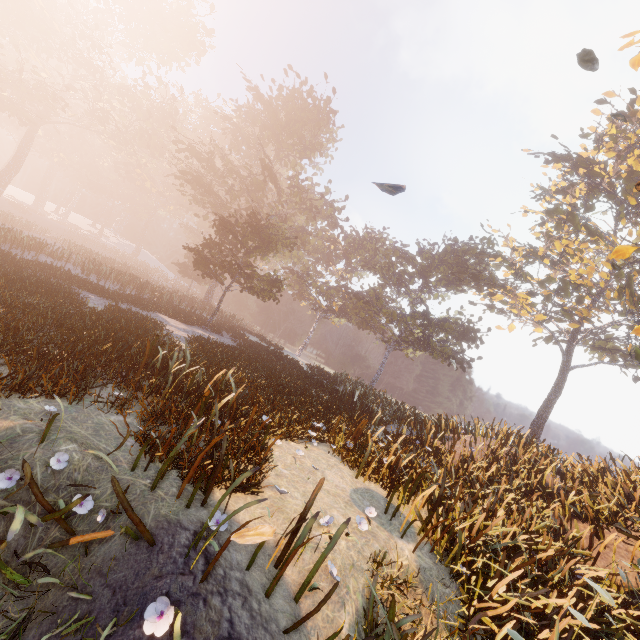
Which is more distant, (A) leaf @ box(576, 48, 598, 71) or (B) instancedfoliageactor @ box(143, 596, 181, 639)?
(A) leaf @ box(576, 48, 598, 71)

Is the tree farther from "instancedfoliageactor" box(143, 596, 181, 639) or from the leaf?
"instancedfoliageactor" box(143, 596, 181, 639)

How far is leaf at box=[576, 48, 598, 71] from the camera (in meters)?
5.12

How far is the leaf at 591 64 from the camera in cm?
512

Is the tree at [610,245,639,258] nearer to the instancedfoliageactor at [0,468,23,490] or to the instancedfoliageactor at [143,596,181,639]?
the instancedfoliageactor at [143,596,181,639]

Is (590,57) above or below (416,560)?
above

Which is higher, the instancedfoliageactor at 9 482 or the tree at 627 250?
the tree at 627 250

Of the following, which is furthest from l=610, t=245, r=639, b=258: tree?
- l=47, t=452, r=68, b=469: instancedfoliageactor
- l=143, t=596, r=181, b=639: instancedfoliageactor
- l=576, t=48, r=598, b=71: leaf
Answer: l=47, t=452, r=68, b=469: instancedfoliageactor
